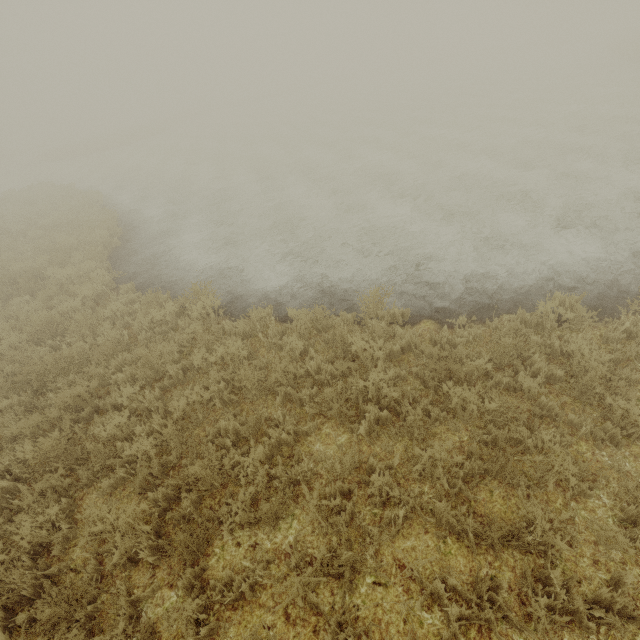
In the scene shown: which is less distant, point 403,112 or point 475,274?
point 475,274
